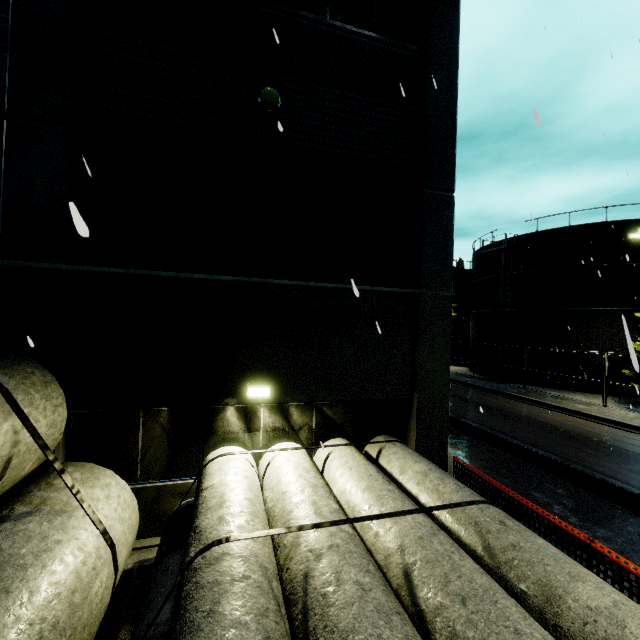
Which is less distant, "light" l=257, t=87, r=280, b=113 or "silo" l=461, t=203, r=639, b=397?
"light" l=257, t=87, r=280, b=113

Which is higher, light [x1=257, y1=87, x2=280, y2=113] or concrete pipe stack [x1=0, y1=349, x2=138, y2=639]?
light [x1=257, y1=87, x2=280, y2=113]

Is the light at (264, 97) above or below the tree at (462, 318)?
above

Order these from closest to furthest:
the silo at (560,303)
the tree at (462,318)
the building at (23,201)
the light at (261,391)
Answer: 1. the building at (23,201)
2. the light at (261,391)
3. the silo at (560,303)
4. the tree at (462,318)

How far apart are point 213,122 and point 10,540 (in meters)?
7.10

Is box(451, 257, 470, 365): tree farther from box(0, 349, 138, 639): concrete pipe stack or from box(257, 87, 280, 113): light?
box(257, 87, 280, 113): light

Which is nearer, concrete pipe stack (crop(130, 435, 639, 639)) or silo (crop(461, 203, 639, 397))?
concrete pipe stack (crop(130, 435, 639, 639))

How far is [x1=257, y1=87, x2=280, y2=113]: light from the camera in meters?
6.5
